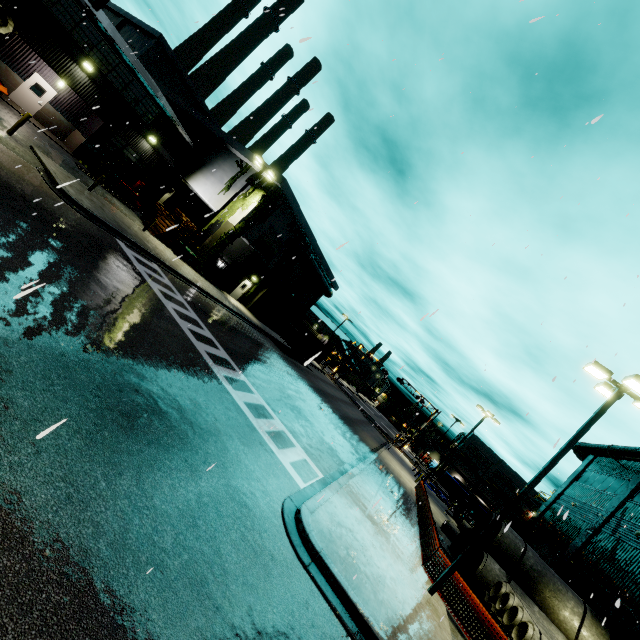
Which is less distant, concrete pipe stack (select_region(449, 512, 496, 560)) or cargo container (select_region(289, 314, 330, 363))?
concrete pipe stack (select_region(449, 512, 496, 560))

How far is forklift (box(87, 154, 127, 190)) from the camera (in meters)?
23.92

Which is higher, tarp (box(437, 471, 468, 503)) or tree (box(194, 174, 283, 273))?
tree (box(194, 174, 283, 273))

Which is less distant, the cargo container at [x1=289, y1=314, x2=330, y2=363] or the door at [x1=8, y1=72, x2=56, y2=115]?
the door at [x1=8, y1=72, x2=56, y2=115]

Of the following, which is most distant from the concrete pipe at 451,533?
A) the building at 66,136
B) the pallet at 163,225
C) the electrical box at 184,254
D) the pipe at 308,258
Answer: the pallet at 163,225

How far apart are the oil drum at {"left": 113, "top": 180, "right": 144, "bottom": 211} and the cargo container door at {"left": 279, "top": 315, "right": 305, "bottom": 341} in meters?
16.5 m

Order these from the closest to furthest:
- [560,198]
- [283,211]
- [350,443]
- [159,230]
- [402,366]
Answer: [402,366] → [560,198] → [350,443] → [159,230] → [283,211]

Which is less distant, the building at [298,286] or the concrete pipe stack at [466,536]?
the concrete pipe stack at [466,536]
